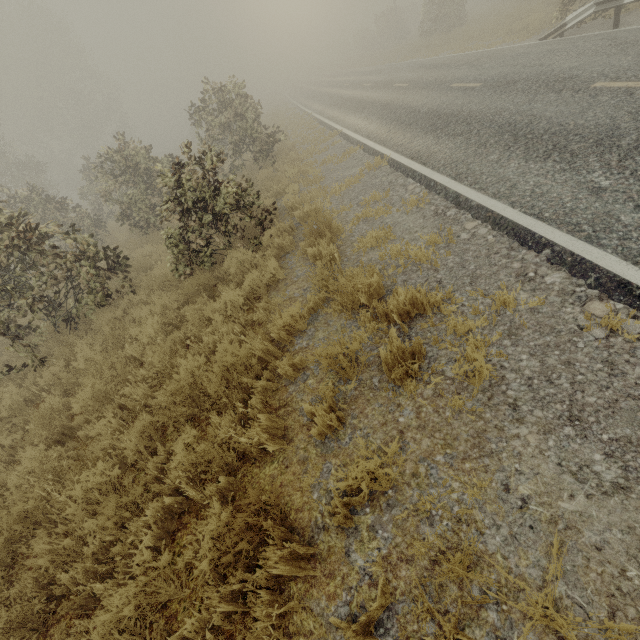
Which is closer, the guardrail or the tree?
the tree

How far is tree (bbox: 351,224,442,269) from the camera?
4.76m

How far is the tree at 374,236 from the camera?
4.8m

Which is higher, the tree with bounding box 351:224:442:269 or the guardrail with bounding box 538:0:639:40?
the guardrail with bounding box 538:0:639:40

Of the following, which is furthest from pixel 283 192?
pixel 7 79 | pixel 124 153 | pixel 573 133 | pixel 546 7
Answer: pixel 7 79

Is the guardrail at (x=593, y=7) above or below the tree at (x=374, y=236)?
above
